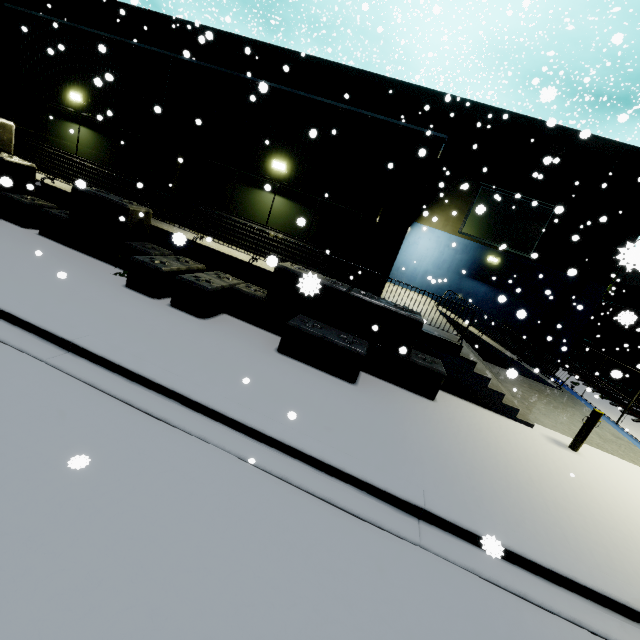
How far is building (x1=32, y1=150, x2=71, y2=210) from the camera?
10.4m

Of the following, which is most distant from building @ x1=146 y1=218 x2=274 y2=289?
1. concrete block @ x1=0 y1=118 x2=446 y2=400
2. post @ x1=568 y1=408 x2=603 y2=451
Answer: post @ x1=568 y1=408 x2=603 y2=451

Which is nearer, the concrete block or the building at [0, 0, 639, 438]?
the concrete block

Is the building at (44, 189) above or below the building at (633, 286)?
below

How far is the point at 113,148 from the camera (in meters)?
11.68

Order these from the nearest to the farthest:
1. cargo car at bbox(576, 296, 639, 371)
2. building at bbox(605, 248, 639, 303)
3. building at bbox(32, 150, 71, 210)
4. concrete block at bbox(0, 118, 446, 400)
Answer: building at bbox(605, 248, 639, 303) < concrete block at bbox(0, 118, 446, 400) < building at bbox(32, 150, 71, 210) < cargo car at bbox(576, 296, 639, 371)

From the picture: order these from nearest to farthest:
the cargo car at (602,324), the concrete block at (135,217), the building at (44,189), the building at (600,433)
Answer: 1. the concrete block at (135,217)
2. the building at (600,433)
3. the building at (44,189)
4. the cargo car at (602,324)
